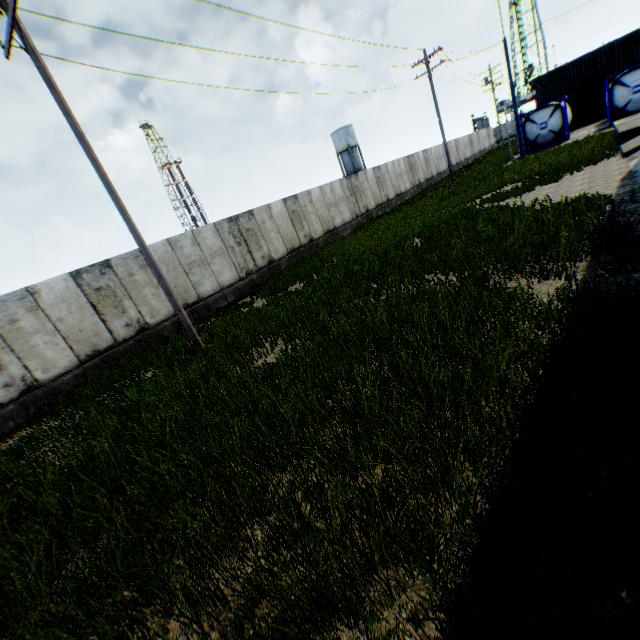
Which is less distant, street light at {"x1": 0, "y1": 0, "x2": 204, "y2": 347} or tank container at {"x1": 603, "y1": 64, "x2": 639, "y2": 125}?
street light at {"x1": 0, "y1": 0, "x2": 204, "y2": 347}

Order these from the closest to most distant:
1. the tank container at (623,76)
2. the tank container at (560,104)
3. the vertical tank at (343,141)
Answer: the tank container at (623,76) < the tank container at (560,104) < the vertical tank at (343,141)

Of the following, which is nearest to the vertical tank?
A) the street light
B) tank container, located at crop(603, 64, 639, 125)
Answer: tank container, located at crop(603, 64, 639, 125)

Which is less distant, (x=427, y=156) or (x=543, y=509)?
(x=543, y=509)

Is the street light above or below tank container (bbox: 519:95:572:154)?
above

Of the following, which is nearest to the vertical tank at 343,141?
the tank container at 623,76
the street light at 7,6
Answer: the tank container at 623,76
